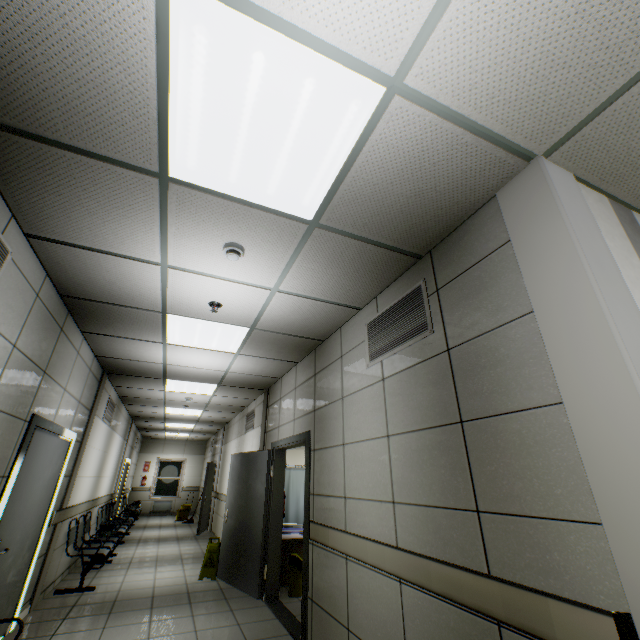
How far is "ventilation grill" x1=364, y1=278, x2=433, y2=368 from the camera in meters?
2.5 m

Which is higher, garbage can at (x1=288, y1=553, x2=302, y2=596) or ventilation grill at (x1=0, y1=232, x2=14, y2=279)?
ventilation grill at (x1=0, y1=232, x2=14, y2=279)

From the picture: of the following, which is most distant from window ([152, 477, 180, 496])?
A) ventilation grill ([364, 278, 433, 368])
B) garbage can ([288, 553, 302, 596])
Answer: ventilation grill ([364, 278, 433, 368])

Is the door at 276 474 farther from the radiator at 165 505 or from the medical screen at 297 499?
the radiator at 165 505

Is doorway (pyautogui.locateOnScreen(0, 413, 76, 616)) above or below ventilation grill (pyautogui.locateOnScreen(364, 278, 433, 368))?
below

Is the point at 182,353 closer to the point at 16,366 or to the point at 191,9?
the point at 16,366

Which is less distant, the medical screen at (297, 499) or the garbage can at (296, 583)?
the garbage can at (296, 583)

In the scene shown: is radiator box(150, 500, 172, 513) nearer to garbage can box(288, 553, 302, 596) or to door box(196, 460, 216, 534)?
door box(196, 460, 216, 534)
